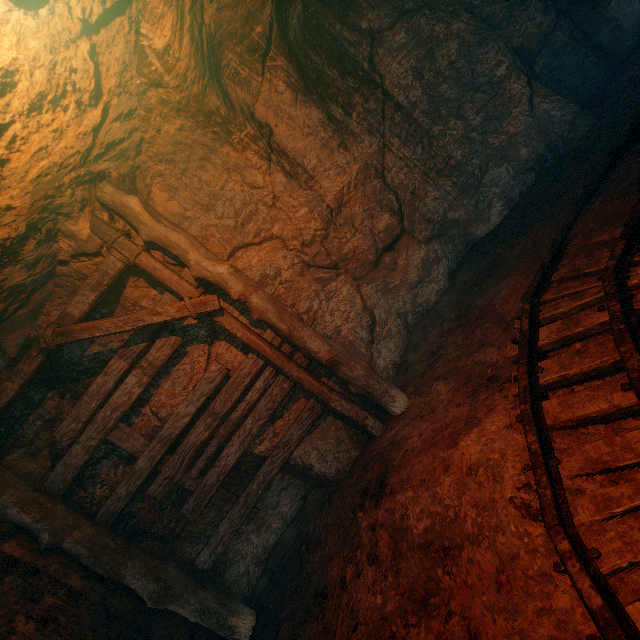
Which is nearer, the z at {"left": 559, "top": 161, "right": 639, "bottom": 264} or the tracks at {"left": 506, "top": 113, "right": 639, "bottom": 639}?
the tracks at {"left": 506, "top": 113, "right": 639, "bottom": 639}

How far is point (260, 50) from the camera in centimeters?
382cm

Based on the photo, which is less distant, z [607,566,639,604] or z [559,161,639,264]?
z [607,566,639,604]

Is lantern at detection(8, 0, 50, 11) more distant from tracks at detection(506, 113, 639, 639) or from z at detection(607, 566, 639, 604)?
tracks at detection(506, 113, 639, 639)

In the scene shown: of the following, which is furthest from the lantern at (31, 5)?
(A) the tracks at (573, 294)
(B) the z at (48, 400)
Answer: (A) the tracks at (573, 294)

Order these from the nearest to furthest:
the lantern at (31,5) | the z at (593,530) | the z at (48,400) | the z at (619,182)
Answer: the lantern at (31,5)
the z at (593,530)
the z at (48,400)
the z at (619,182)

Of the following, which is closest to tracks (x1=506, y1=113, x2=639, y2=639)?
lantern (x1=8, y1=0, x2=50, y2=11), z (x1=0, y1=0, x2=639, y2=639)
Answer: z (x1=0, y1=0, x2=639, y2=639)
